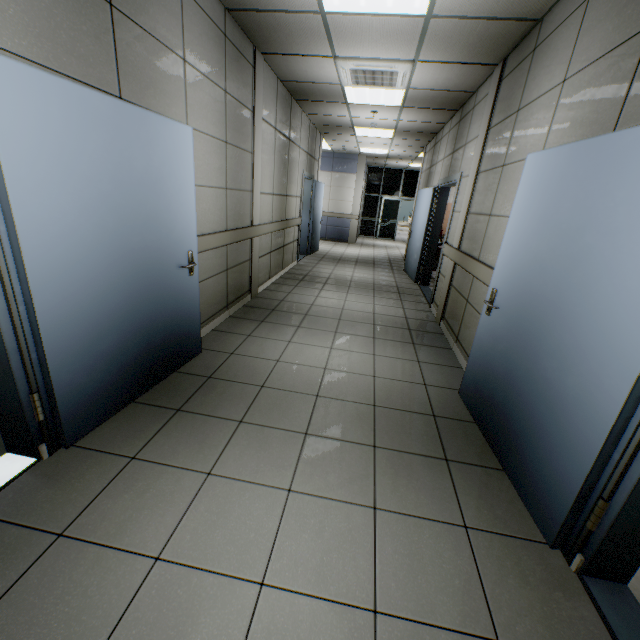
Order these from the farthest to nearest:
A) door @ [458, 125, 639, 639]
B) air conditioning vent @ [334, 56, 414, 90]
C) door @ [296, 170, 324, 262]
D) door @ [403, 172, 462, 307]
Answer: door @ [296, 170, 324, 262] < door @ [403, 172, 462, 307] < air conditioning vent @ [334, 56, 414, 90] < door @ [458, 125, 639, 639]

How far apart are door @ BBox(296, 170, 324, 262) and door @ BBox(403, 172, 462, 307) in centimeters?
274cm

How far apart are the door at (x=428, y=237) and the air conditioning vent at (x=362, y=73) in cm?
147

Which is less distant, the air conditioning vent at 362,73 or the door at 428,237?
the air conditioning vent at 362,73

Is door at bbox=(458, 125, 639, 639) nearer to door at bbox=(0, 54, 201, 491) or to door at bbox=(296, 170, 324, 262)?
door at bbox=(0, 54, 201, 491)

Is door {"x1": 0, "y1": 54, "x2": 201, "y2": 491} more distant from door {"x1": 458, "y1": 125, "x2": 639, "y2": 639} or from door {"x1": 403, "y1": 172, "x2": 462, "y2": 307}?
door {"x1": 403, "y1": 172, "x2": 462, "y2": 307}

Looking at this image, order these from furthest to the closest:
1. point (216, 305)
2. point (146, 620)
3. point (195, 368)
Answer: point (216, 305) < point (195, 368) < point (146, 620)

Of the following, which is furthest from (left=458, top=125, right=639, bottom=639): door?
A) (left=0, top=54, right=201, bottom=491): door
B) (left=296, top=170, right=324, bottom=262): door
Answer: (left=296, top=170, right=324, bottom=262): door
